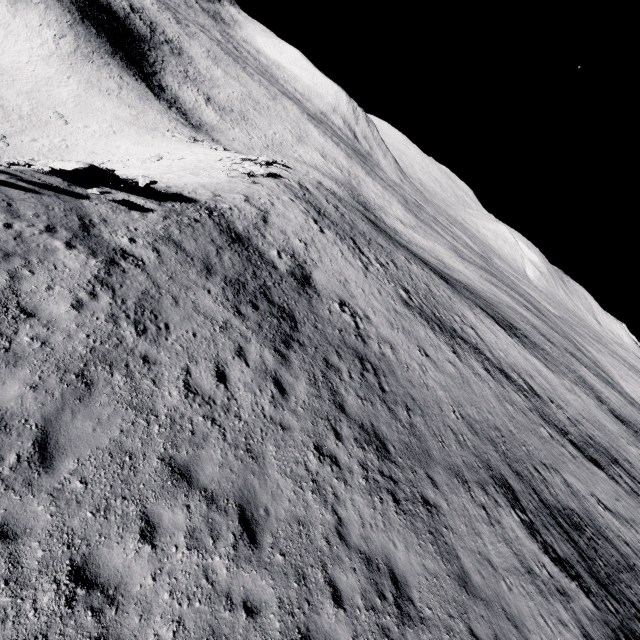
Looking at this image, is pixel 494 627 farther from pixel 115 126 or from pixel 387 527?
pixel 115 126
